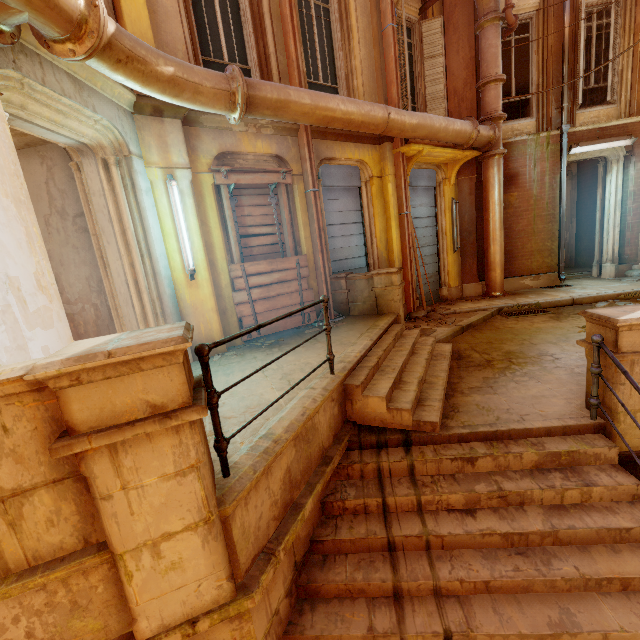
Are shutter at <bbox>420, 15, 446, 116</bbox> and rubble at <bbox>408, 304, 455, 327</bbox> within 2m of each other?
no

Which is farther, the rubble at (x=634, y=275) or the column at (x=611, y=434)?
the rubble at (x=634, y=275)

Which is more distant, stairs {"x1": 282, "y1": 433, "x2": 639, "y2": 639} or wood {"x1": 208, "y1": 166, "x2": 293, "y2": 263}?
wood {"x1": 208, "y1": 166, "x2": 293, "y2": 263}

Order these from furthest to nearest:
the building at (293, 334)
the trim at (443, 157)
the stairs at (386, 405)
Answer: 1. the trim at (443, 157)
2. the building at (293, 334)
3. the stairs at (386, 405)

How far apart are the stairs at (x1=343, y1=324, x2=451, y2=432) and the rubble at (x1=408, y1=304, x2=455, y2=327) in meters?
1.4

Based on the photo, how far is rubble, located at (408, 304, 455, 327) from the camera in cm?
779

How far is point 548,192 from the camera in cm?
962

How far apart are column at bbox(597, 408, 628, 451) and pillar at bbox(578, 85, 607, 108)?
10.9m
